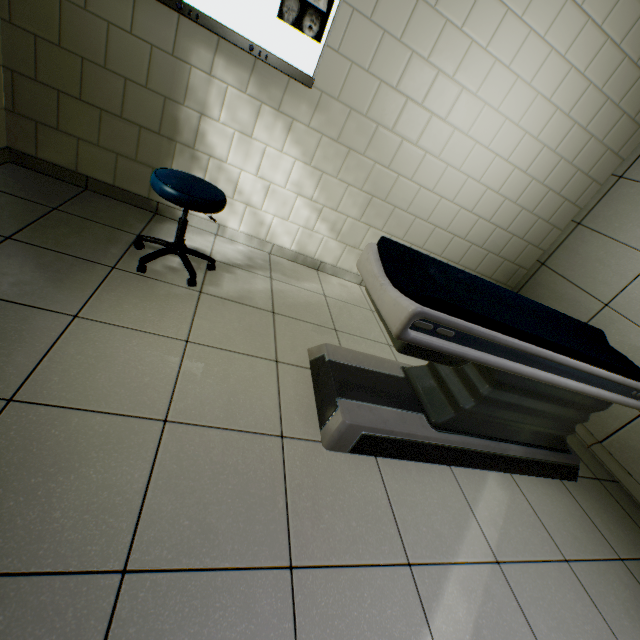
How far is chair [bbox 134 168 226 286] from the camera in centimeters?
177cm

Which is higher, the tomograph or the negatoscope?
the negatoscope

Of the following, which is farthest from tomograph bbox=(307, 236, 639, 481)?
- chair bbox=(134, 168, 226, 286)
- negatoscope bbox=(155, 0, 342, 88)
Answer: negatoscope bbox=(155, 0, 342, 88)

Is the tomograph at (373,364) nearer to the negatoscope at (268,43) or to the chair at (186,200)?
the chair at (186,200)

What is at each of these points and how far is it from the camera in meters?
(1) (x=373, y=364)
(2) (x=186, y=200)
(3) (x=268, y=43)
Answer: (1) tomograph, 2.0
(2) chair, 1.8
(3) negatoscope, 2.1

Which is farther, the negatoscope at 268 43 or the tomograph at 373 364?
the negatoscope at 268 43

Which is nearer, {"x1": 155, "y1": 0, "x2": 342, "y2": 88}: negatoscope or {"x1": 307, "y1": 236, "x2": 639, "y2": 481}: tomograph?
{"x1": 307, "y1": 236, "x2": 639, "y2": 481}: tomograph

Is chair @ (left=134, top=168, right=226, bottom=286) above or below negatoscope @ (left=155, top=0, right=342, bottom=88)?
below
